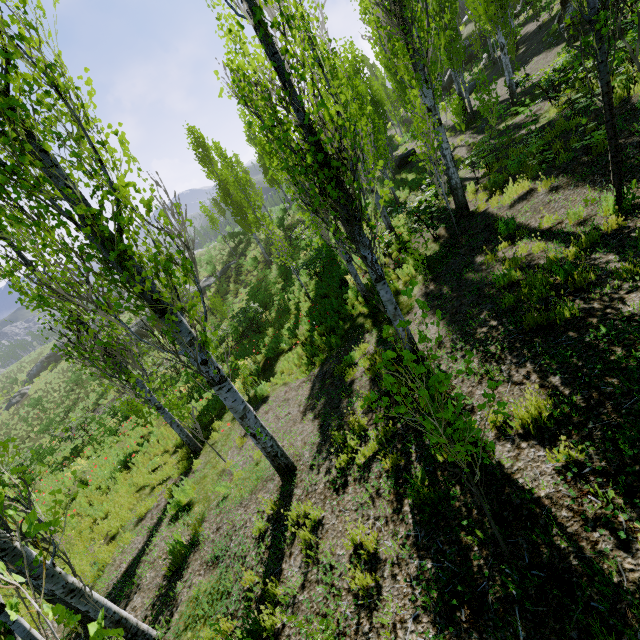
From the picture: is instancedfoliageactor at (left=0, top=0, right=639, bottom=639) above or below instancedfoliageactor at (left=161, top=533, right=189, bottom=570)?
above

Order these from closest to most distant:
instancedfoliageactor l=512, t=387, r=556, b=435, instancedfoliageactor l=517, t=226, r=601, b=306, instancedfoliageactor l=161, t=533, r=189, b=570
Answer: instancedfoliageactor l=512, t=387, r=556, b=435 < instancedfoliageactor l=517, t=226, r=601, b=306 < instancedfoliageactor l=161, t=533, r=189, b=570

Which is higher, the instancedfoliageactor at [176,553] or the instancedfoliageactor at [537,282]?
the instancedfoliageactor at [537,282]

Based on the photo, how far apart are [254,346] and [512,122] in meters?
14.9 m

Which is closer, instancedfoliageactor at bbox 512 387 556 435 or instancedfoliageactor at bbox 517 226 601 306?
instancedfoliageactor at bbox 512 387 556 435

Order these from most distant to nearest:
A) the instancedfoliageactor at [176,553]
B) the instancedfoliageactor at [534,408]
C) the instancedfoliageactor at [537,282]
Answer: the instancedfoliageactor at [176,553] → the instancedfoliageactor at [537,282] → the instancedfoliageactor at [534,408]
